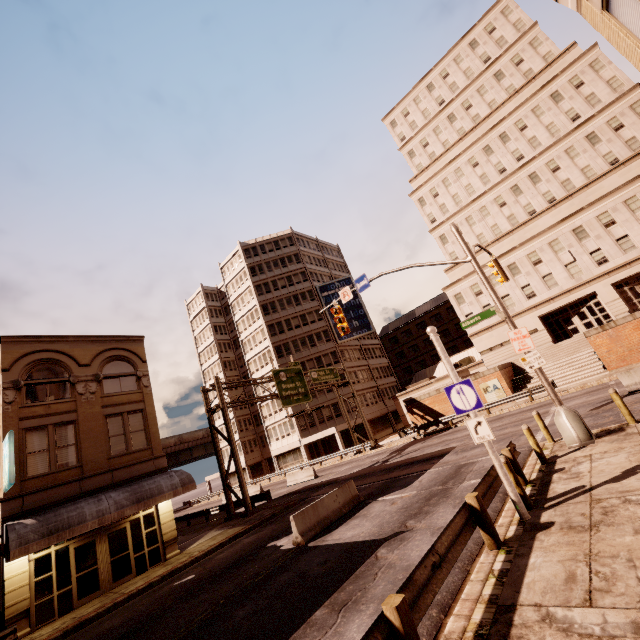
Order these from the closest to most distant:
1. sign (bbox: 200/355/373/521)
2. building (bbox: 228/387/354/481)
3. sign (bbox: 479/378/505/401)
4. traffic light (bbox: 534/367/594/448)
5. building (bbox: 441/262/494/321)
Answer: traffic light (bbox: 534/367/594/448), sign (bbox: 200/355/373/521), sign (bbox: 479/378/505/401), building (bbox: 441/262/494/321), building (bbox: 228/387/354/481)

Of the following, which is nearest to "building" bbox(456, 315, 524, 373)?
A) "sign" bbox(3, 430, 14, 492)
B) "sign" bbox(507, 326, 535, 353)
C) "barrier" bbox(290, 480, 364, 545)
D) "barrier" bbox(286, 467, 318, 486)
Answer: "barrier" bbox(286, 467, 318, 486)

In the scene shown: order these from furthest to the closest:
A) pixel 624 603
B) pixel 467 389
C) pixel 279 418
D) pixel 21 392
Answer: pixel 279 418
pixel 21 392
pixel 467 389
pixel 624 603

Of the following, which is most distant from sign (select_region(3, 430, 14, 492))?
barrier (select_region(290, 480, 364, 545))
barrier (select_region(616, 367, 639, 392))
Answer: barrier (select_region(616, 367, 639, 392))

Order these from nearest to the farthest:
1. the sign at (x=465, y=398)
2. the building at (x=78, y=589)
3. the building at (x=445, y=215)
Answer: the sign at (x=465, y=398), the building at (x=78, y=589), the building at (x=445, y=215)

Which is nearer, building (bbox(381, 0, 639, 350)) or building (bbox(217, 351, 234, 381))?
building (bbox(381, 0, 639, 350))

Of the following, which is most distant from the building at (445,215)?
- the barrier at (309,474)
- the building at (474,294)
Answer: the barrier at (309,474)

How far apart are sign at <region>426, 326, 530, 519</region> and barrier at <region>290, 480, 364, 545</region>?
7.6 meters
